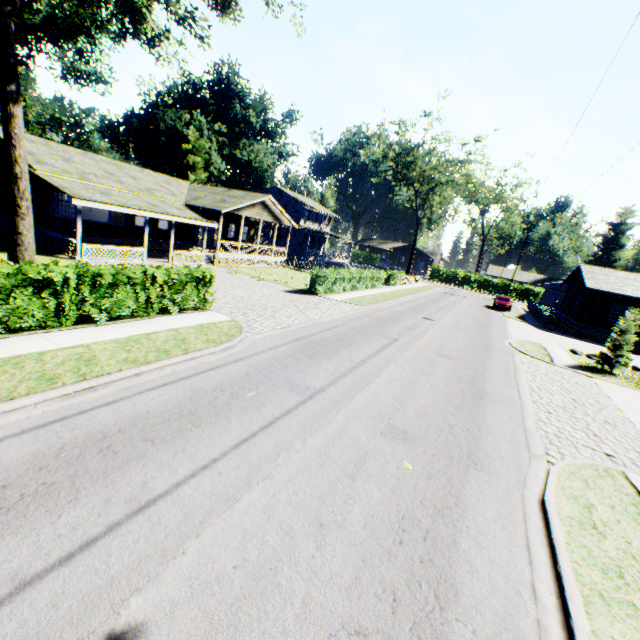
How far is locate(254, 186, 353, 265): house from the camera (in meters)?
47.47

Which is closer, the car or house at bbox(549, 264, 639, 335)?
house at bbox(549, 264, 639, 335)

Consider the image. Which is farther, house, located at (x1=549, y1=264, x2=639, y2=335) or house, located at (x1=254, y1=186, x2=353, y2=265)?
house, located at (x1=254, y1=186, x2=353, y2=265)

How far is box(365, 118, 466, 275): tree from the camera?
41.6m

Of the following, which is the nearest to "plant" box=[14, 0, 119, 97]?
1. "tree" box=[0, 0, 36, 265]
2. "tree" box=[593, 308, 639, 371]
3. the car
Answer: "tree" box=[0, 0, 36, 265]

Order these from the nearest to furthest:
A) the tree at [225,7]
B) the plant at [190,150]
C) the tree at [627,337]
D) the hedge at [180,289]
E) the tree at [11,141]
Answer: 1. the hedge at [180,289]
2. the tree at [11,141]
3. the tree at [225,7]
4. the tree at [627,337]
5. the plant at [190,150]

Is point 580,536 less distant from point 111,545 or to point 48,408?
point 111,545

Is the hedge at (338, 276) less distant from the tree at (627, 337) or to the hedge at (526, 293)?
the tree at (627, 337)
